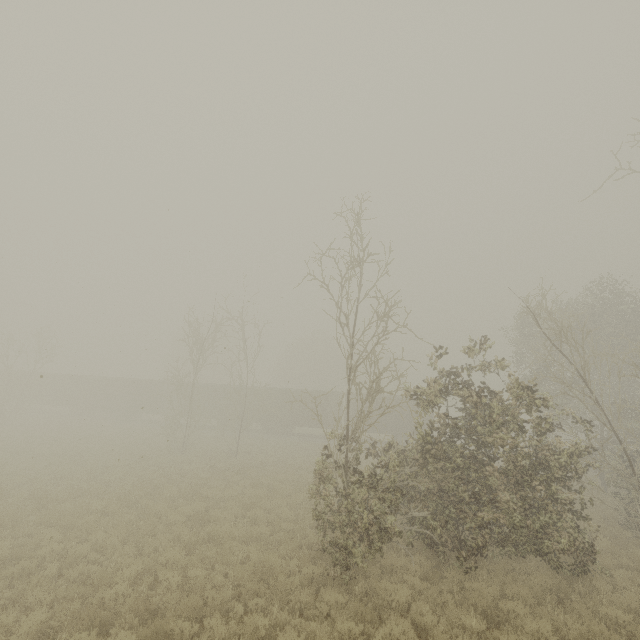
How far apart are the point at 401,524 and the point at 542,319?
9.5m

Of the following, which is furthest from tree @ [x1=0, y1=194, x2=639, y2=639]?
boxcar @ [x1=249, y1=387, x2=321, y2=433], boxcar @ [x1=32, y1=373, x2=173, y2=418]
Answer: boxcar @ [x1=32, y1=373, x2=173, y2=418]

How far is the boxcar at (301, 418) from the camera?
34.06m

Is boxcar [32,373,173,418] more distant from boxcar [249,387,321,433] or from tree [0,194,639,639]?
tree [0,194,639,639]

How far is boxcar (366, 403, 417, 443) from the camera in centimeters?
3225cm

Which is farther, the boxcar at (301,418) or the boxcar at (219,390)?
the boxcar at (219,390)
